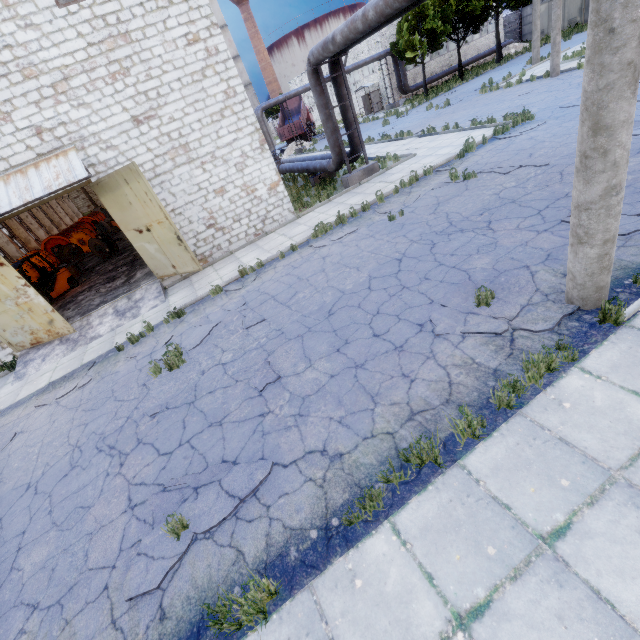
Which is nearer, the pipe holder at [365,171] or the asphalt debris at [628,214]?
the asphalt debris at [628,214]

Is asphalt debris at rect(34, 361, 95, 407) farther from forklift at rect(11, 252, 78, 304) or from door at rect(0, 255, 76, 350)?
forklift at rect(11, 252, 78, 304)

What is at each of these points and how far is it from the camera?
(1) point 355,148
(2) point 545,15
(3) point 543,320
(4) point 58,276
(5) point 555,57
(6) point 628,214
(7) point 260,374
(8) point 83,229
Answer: (1) pipe, 14.93m
(2) fuse box, 35.97m
(3) asphalt debris, 4.75m
(4) forklift, 16.94m
(5) lamp post, 18.03m
(6) asphalt debris, 6.04m
(7) asphalt debris, 6.18m
(8) cable machine, 28.14m

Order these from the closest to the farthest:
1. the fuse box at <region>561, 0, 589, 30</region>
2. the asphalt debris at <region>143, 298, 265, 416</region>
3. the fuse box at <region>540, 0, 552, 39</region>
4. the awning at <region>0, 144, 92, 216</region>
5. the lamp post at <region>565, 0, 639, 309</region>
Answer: the lamp post at <region>565, 0, 639, 309</region> → the asphalt debris at <region>143, 298, 265, 416</region> → the awning at <region>0, 144, 92, 216</region> → the fuse box at <region>561, 0, 589, 30</region> → the fuse box at <region>540, 0, 552, 39</region>

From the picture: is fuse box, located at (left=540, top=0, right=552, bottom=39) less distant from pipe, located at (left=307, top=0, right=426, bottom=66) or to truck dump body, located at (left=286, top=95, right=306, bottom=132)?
truck dump body, located at (left=286, top=95, right=306, bottom=132)

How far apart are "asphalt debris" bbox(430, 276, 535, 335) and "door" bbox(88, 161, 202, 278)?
8.6 meters

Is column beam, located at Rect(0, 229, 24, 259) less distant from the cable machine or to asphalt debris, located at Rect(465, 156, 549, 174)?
the cable machine

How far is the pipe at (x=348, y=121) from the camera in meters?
14.0
